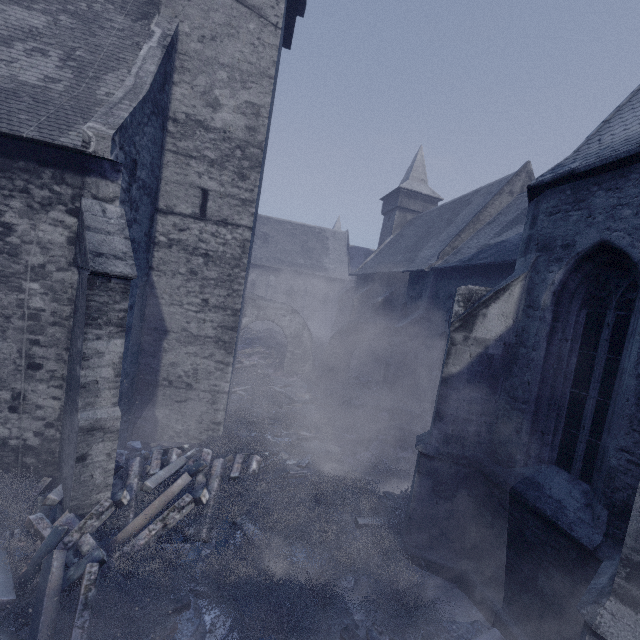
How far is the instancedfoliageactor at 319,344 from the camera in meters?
23.3 m

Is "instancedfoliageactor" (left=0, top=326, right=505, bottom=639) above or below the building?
below

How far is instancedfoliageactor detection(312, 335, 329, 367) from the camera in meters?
23.3 m

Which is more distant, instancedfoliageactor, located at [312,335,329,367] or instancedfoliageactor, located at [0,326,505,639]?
instancedfoliageactor, located at [312,335,329,367]

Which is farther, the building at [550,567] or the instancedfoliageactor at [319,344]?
the instancedfoliageactor at [319,344]

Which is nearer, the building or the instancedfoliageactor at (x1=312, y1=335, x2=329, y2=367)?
the building

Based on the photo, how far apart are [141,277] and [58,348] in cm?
252
